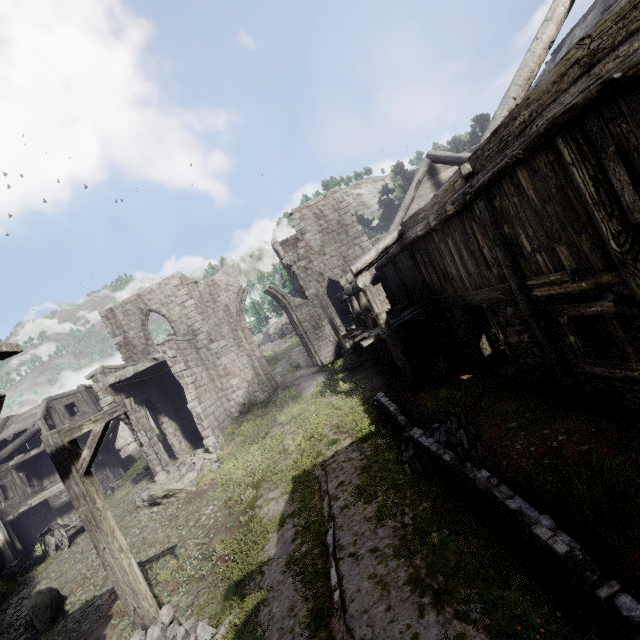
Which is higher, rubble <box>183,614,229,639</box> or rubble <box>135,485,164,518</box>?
rubble <box>135,485,164,518</box>

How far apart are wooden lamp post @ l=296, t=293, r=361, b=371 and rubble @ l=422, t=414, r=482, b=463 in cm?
872

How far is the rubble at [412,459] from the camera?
7.3m

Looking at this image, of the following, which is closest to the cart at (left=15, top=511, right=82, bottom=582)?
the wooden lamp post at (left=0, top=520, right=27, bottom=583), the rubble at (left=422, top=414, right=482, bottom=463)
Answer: the wooden lamp post at (left=0, top=520, right=27, bottom=583)

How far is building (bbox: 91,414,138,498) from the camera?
23.4 meters

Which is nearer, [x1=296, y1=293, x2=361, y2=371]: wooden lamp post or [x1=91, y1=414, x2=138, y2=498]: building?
[x1=296, y1=293, x2=361, y2=371]: wooden lamp post

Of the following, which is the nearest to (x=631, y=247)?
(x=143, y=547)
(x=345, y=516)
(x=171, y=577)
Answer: (x=345, y=516)

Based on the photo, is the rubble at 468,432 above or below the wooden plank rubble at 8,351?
below
